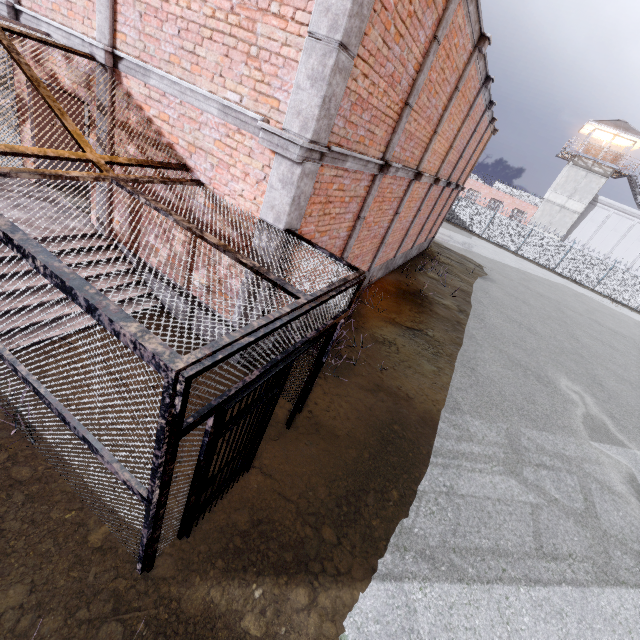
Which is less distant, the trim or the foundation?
the trim

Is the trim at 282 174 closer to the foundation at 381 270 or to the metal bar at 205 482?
the foundation at 381 270

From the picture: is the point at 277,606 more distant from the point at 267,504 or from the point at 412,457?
the point at 412,457

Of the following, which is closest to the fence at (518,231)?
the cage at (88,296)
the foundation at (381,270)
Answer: the cage at (88,296)

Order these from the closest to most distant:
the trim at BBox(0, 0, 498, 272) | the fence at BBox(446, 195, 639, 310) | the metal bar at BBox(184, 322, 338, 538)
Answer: the metal bar at BBox(184, 322, 338, 538)
the trim at BBox(0, 0, 498, 272)
the fence at BBox(446, 195, 639, 310)

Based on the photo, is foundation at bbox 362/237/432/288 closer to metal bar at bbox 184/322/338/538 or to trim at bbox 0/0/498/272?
trim at bbox 0/0/498/272

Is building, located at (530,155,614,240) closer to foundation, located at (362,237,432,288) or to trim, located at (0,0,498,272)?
trim, located at (0,0,498,272)

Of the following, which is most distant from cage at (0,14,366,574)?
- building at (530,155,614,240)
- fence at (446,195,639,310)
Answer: building at (530,155,614,240)
